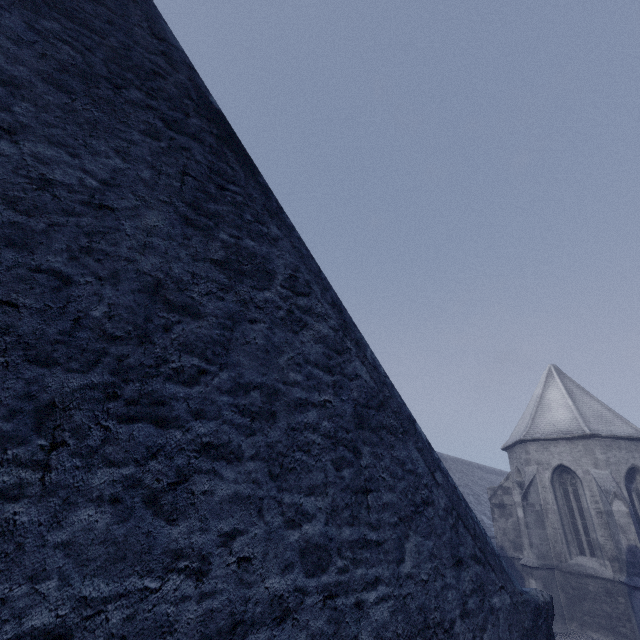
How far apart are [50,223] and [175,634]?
2.1 meters
